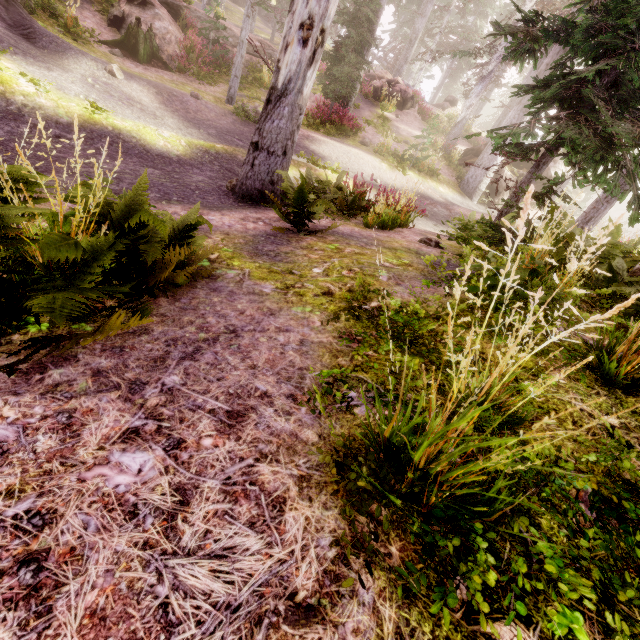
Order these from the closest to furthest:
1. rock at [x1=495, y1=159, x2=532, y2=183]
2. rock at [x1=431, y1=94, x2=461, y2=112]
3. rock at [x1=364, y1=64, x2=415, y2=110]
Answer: rock at [x1=495, y1=159, x2=532, y2=183] < rock at [x1=364, y1=64, x2=415, y2=110] < rock at [x1=431, y1=94, x2=461, y2=112]

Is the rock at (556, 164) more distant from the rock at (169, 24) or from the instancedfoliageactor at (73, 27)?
the rock at (169, 24)

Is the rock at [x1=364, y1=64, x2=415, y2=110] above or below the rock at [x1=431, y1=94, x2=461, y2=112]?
below

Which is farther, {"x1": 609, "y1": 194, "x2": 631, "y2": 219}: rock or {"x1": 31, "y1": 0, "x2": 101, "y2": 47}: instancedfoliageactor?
{"x1": 609, "y1": 194, "x2": 631, "y2": 219}: rock

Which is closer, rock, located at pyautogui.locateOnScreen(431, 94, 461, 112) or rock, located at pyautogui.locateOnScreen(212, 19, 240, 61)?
rock, located at pyautogui.locateOnScreen(212, 19, 240, 61)

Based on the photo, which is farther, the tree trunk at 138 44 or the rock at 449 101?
the rock at 449 101

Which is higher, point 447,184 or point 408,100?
point 408,100

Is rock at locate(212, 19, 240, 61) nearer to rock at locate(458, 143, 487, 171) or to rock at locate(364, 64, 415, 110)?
rock at locate(364, 64, 415, 110)
